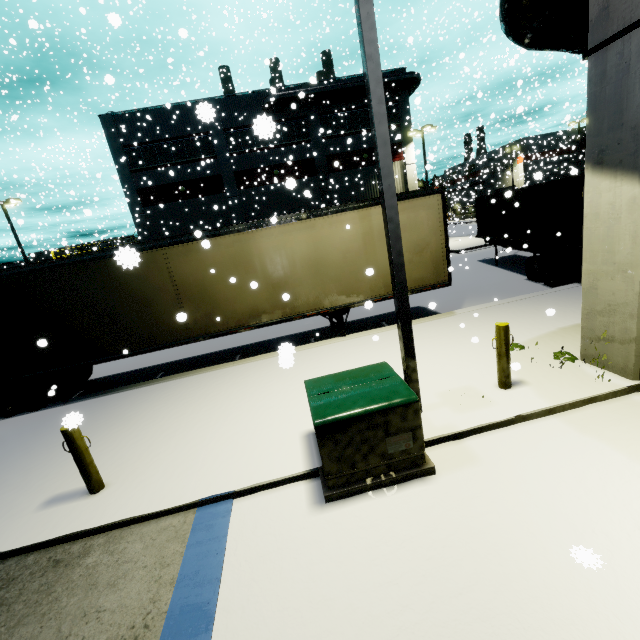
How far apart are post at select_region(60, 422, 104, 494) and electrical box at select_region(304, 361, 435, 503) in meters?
3.3

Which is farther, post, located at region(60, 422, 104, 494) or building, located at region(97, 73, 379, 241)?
building, located at region(97, 73, 379, 241)

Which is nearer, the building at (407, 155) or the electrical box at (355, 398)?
the electrical box at (355, 398)

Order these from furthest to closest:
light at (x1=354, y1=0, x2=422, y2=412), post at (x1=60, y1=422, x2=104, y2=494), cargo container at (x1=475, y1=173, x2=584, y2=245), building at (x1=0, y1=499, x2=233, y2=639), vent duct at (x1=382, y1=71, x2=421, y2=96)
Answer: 1. vent duct at (x1=382, y1=71, x2=421, y2=96)
2. cargo container at (x1=475, y1=173, x2=584, y2=245)
3. post at (x1=60, y1=422, x2=104, y2=494)
4. light at (x1=354, y1=0, x2=422, y2=412)
5. building at (x1=0, y1=499, x2=233, y2=639)

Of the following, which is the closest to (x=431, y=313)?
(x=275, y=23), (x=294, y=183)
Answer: (x=294, y=183)

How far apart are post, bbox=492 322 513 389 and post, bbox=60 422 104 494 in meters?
6.5

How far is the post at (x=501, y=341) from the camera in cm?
526

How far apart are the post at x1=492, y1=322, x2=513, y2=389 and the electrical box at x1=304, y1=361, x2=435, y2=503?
1.8m
